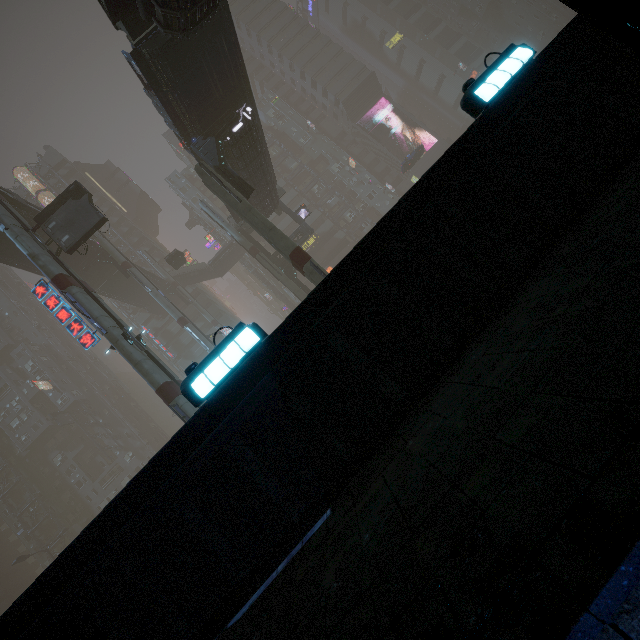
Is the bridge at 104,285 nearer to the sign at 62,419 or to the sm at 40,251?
the sm at 40,251

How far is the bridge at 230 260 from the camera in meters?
53.3 m

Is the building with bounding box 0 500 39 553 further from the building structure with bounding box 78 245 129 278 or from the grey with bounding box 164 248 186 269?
the building structure with bounding box 78 245 129 278

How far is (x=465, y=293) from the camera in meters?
4.2

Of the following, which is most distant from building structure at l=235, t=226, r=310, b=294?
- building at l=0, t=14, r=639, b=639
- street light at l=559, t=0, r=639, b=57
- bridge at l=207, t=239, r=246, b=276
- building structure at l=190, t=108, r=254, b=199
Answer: street light at l=559, t=0, r=639, b=57

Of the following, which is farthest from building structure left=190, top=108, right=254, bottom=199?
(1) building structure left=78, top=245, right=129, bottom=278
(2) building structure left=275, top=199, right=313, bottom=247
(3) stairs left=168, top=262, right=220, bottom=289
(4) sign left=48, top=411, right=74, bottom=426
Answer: (4) sign left=48, top=411, right=74, bottom=426

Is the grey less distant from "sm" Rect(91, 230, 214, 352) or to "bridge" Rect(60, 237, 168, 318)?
"bridge" Rect(60, 237, 168, 318)

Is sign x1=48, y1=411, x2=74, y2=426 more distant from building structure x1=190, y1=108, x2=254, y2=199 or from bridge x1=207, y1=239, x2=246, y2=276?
building structure x1=190, y1=108, x2=254, y2=199
